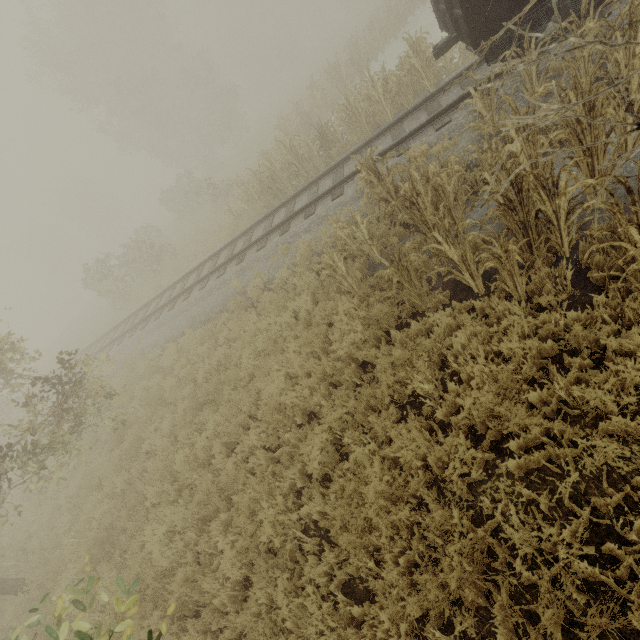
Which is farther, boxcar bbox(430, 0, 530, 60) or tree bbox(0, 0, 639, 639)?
boxcar bbox(430, 0, 530, 60)

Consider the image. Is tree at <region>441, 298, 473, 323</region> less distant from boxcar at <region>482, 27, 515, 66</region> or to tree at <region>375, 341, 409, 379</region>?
boxcar at <region>482, 27, 515, 66</region>

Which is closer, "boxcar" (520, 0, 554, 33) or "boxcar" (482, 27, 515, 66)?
"boxcar" (520, 0, 554, 33)

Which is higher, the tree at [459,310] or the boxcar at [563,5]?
the boxcar at [563,5]

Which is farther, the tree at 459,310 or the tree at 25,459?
the tree at 459,310

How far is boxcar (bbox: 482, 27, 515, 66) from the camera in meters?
6.4 m

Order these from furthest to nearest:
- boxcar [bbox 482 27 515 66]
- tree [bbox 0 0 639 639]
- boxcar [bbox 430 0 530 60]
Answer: boxcar [bbox 482 27 515 66], boxcar [bbox 430 0 530 60], tree [bbox 0 0 639 639]

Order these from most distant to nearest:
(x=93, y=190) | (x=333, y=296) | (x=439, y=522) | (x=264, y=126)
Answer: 1. (x=93, y=190)
2. (x=264, y=126)
3. (x=333, y=296)
4. (x=439, y=522)
